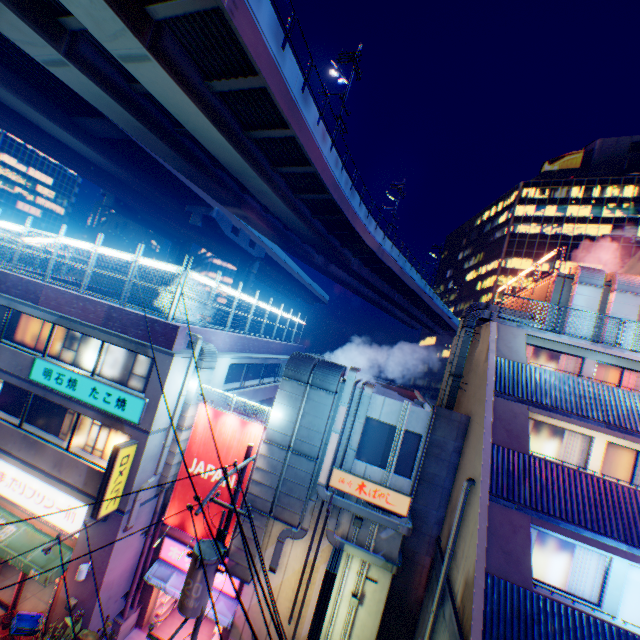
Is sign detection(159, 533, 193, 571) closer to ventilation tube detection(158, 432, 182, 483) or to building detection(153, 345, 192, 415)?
building detection(153, 345, 192, 415)

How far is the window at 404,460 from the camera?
11.5m

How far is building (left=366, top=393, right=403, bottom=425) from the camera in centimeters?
1177cm

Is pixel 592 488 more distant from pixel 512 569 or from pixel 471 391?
pixel 471 391

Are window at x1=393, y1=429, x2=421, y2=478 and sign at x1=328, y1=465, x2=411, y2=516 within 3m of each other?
yes

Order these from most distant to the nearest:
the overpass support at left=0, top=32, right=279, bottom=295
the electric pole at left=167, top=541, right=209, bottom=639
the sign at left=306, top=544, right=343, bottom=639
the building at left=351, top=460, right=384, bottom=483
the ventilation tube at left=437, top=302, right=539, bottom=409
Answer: the overpass support at left=0, top=32, right=279, bottom=295 < the ventilation tube at left=437, top=302, right=539, bottom=409 < the building at left=351, top=460, right=384, bottom=483 < the sign at left=306, top=544, right=343, bottom=639 < the electric pole at left=167, top=541, right=209, bottom=639

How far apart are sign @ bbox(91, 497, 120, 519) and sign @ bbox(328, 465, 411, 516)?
7.1m

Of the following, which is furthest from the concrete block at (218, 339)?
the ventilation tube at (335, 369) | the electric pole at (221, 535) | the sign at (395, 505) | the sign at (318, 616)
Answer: the sign at (318, 616)
